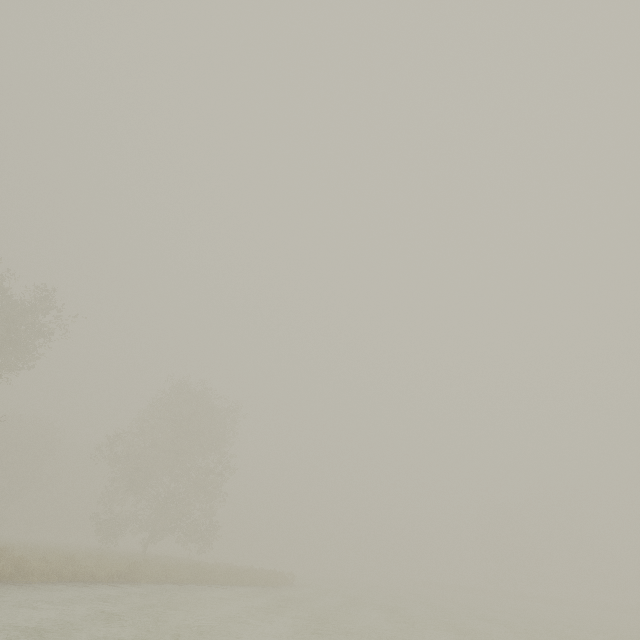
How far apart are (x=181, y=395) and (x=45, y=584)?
20.43m
